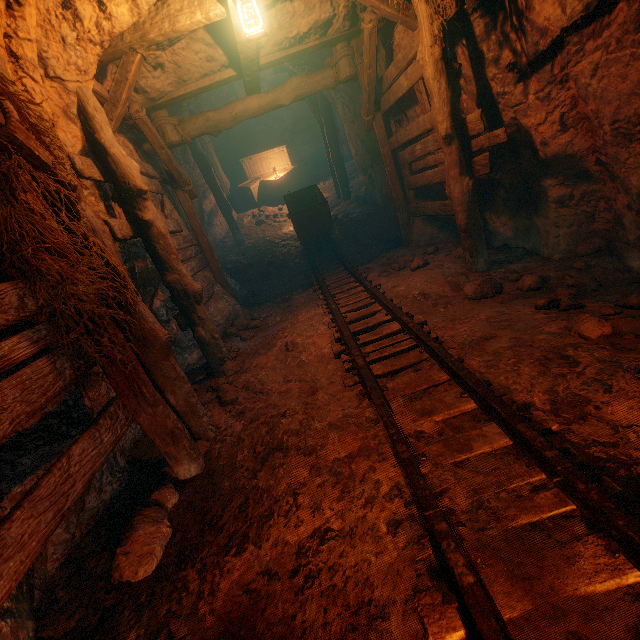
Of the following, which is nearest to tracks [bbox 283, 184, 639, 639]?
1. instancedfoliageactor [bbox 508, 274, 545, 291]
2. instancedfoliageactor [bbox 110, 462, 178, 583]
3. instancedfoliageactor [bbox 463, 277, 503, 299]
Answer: instancedfoliageactor [bbox 463, 277, 503, 299]

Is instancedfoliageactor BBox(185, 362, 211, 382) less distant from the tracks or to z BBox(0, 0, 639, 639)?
z BBox(0, 0, 639, 639)

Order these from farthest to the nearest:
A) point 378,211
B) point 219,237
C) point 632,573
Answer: point 219,237
point 378,211
point 632,573

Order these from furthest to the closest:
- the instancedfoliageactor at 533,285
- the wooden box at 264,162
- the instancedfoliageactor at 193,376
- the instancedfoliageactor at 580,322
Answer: the wooden box at 264,162, the instancedfoliageactor at 193,376, the instancedfoliageactor at 533,285, the instancedfoliageactor at 580,322

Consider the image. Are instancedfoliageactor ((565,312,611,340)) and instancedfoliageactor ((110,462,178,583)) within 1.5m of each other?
no

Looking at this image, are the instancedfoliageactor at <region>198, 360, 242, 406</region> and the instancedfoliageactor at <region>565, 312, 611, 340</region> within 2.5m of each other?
no

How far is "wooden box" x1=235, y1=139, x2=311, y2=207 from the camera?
13.10m

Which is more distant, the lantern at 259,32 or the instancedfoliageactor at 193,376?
the instancedfoliageactor at 193,376
